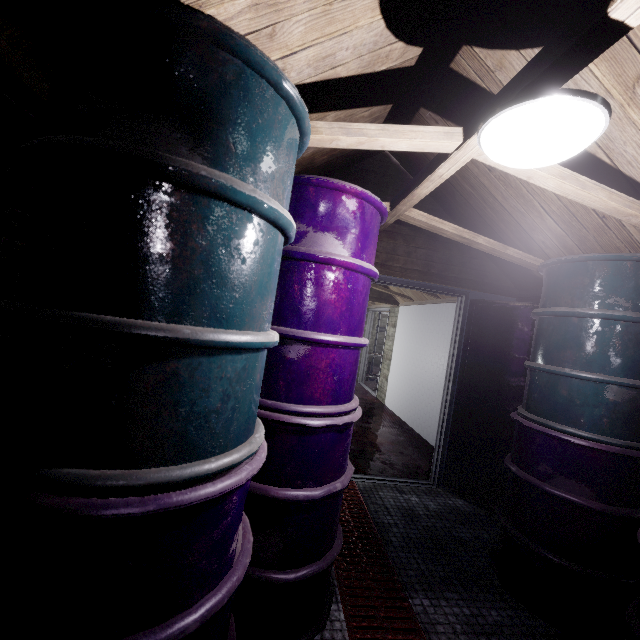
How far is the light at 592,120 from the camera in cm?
85

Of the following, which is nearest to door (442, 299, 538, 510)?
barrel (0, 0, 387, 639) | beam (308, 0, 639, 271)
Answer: beam (308, 0, 639, 271)

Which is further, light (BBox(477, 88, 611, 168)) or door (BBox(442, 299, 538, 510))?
door (BBox(442, 299, 538, 510))

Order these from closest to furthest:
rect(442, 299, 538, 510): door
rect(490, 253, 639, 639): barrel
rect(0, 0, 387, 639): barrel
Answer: rect(0, 0, 387, 639): barrel
rect(490, 253, 639, 639): barrel
rect(442, 299, 538, 510): door

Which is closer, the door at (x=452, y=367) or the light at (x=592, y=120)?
the light at (x=592, y=120)

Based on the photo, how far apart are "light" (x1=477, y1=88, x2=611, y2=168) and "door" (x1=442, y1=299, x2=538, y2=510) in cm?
196

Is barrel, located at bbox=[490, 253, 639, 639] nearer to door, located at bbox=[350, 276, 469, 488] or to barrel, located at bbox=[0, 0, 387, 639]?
door, located at bbox=[350, 276, 469, 488]

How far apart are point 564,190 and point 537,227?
1.1 meters
